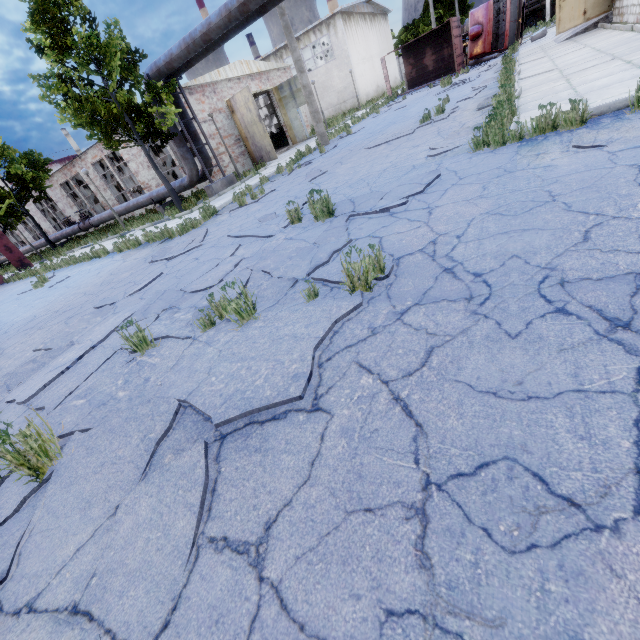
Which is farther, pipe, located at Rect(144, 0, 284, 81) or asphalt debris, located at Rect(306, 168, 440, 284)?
pipe, located at Rect(144, 0, 284, 81)

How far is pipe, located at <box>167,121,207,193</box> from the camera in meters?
14.5 m

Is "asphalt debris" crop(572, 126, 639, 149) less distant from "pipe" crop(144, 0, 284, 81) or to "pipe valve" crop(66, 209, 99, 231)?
"pipe" crop(144, 0, 284, 81)

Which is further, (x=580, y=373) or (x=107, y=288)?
(x=107, y=288)

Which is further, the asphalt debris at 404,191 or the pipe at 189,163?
the pipe at 189,163

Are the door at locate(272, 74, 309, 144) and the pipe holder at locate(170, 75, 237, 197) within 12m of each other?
yes

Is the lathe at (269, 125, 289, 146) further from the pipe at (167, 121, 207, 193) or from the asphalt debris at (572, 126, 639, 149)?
the asphalt debris at (572, 126, 639, 149)

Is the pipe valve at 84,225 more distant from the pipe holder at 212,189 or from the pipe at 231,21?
the pipe holder at 212,189
